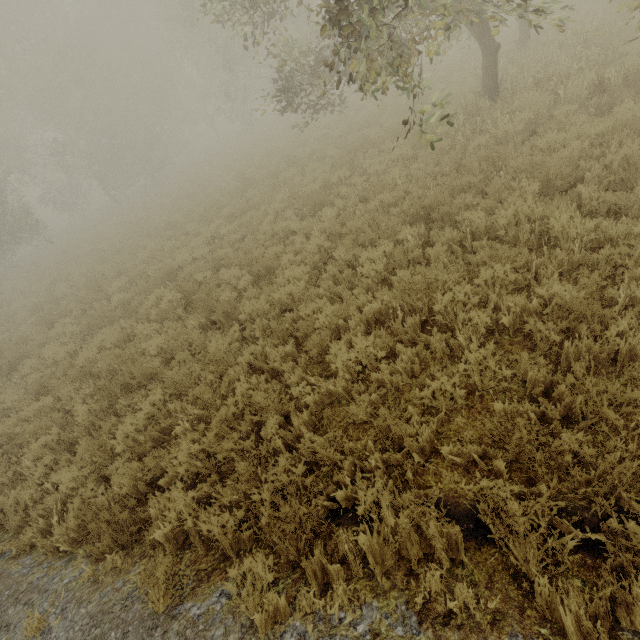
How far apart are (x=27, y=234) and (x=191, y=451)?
33.42m
